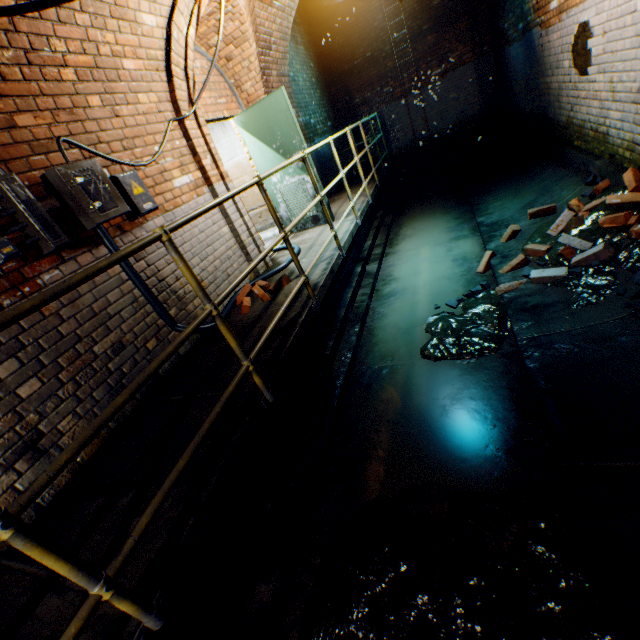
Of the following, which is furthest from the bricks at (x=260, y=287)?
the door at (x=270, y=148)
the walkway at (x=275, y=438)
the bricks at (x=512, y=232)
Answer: the bricks at (x=512, y=232)

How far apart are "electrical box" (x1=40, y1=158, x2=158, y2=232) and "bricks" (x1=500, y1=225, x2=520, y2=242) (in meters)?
4.51

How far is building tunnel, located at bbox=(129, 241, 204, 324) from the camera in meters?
3.2 m

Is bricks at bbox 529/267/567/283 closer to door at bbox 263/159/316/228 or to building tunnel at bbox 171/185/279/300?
building tunnel at bbox 171/185/279/300

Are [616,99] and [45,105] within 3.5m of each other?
no

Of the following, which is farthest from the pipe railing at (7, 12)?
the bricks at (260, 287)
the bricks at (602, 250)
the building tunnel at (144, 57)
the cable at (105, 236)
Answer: the bricks at (602, 250)

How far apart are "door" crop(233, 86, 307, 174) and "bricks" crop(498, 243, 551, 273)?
2.91m

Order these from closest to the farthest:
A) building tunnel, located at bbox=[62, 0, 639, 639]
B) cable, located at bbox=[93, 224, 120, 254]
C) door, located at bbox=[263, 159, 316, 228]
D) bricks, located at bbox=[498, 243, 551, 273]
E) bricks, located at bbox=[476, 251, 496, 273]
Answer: building tunnel, located at bbox=[62, 0, 639, 639]
cable, located at bbox=[93, 224, 120, 254]
bricks, located at bbox=[498, 243, 551, 273]
bricks, located at bbox=[476, 251, 496, 273]
door, located at bbox=[263, 159, 316, 228]
